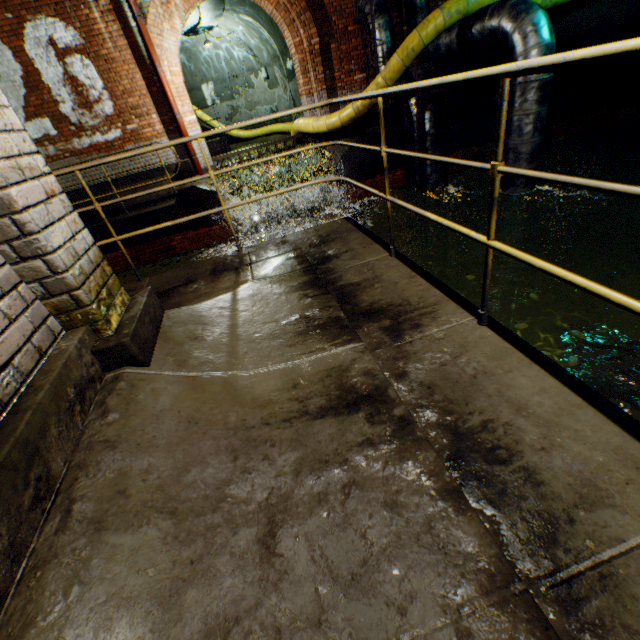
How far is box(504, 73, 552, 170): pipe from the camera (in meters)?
5.82

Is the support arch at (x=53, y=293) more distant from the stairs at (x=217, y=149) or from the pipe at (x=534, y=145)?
the stairs at (x=217, y=149)

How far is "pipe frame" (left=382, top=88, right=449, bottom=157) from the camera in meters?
7.2

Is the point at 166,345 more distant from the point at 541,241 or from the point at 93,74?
the point at 541,241

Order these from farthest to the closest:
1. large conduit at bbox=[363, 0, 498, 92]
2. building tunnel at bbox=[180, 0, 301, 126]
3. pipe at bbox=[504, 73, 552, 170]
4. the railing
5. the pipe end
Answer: building tunnel at bbox=[180, 0, 301, 126], the pipe end, large conduit at bbox=[363, 0, 498, 92], pipe at bbox=[504, 73, 552, 170], the railing

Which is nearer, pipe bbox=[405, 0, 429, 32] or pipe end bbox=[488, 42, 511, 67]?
pipe bbox=[405, 0, 429, 32]

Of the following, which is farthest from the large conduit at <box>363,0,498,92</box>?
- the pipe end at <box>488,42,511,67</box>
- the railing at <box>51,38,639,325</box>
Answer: the railing at <box>51,38,639,325</box>

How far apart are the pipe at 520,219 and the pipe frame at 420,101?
0.28m
